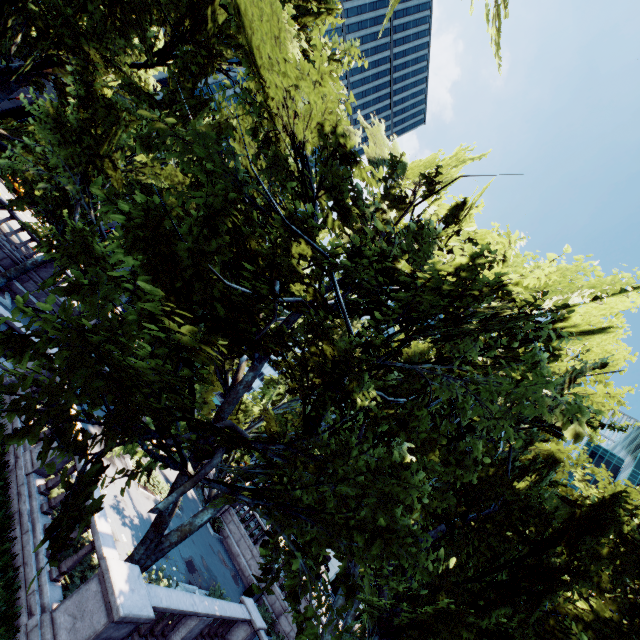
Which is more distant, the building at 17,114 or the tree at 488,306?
the building at 17,114

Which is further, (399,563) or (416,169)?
(399,563)

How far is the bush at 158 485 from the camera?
18.68m

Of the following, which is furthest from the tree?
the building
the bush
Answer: the building

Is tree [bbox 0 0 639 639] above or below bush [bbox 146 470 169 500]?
above

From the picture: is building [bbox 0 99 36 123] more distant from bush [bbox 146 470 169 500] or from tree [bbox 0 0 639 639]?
bush [bbox 146 470 169 500]

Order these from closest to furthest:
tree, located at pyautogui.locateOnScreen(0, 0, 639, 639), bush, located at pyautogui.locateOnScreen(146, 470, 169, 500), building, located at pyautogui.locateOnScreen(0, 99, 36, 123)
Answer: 1. tree, located at pyautogui.locateOnScreen(0, 0, 639, 639)
2. bush, located at pyautogui.locateOnScreen(146, 470, 169, 500)
3. building, located at pyautogui.locateOnScreen(0, 99, 36, 123)
